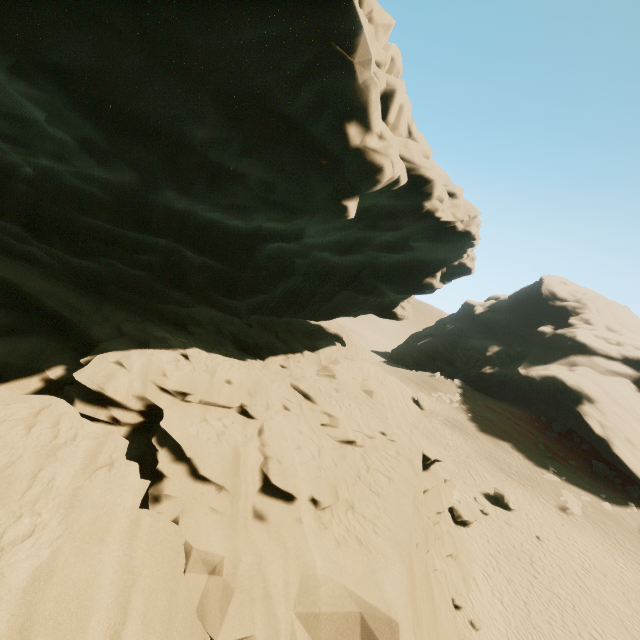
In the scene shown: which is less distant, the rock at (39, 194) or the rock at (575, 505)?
the rock at (39, 194)

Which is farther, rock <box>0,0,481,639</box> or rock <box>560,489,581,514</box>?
rock <box>560,489,581,514</box>

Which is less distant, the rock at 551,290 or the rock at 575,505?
the rock at 575,505

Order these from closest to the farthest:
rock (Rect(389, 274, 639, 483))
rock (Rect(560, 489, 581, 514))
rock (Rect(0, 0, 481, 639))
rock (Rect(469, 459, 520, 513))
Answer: rock (Rect(0, 0, 481, 639))
rock (Rect(469, 459, 520, 513))
rock (Rect(560, 489, 581, 514))
rock (Rect(389, 274, 639, 483))

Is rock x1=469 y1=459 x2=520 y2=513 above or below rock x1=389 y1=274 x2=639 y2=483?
below

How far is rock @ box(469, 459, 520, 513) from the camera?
20.2 meters

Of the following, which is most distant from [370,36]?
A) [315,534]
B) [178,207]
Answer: [315,534]
